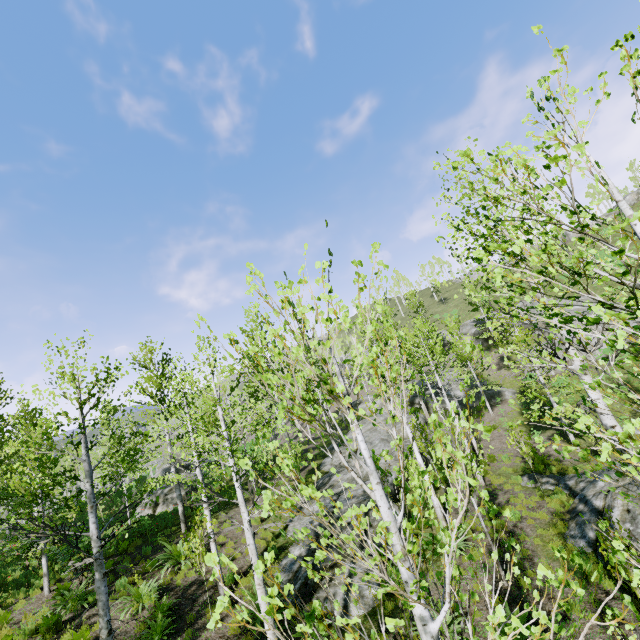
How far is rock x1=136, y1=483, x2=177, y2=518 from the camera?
19.0m

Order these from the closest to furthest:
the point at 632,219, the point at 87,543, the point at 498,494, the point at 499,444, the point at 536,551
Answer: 1. the point at 632,219
2. the point at 536,551
3. the point at 87,543
4. the point at 498,494
5. the point at 499,444

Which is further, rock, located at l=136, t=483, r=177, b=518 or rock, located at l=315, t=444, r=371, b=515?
rock, located at l=136, t=483, r=177, b=518

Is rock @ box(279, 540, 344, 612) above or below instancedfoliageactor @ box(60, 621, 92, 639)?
below

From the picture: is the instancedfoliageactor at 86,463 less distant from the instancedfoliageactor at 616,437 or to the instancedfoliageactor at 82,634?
the instancedfoliageactor at 616,437

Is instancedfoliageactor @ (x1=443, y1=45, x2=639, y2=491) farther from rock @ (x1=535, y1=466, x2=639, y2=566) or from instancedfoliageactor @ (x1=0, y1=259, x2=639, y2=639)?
rock @ (x1=535, y1=466, x2=639, y2=566)

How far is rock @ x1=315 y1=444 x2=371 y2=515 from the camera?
13.7m

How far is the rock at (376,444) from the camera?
15.6m
